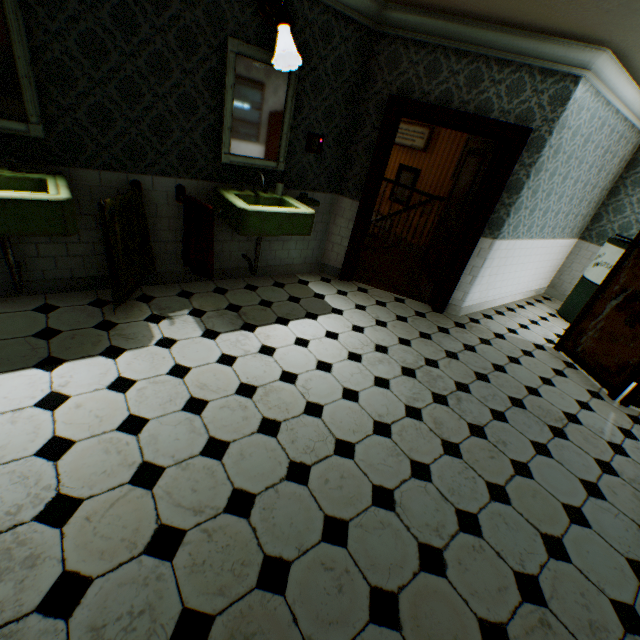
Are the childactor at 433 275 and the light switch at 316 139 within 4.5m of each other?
yes

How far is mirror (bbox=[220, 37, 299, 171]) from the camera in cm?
303

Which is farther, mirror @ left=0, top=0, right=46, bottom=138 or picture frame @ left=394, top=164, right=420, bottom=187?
picture frame @ left=394, top=164, right=420, bottom=187

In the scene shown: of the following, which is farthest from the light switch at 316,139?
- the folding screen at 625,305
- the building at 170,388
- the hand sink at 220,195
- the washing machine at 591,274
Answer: the washing machine at 591,274

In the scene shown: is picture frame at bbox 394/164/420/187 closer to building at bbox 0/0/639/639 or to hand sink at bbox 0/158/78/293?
building at bbox 0/0/639/639

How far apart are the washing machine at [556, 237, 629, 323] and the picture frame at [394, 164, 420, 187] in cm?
472

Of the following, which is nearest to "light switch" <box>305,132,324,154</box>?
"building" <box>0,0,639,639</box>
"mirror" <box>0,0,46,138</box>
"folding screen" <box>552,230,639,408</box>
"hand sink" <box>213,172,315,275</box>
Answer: "building" <box>0,0,639,639</box>

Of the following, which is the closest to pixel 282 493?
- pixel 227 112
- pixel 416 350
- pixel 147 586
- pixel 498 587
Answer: pixel 147 586
